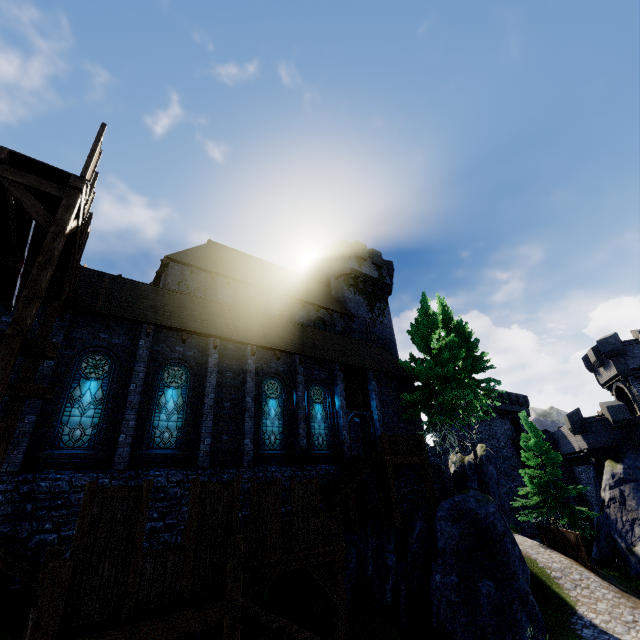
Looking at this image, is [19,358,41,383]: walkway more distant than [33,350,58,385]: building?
No

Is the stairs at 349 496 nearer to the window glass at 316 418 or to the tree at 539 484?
the window glass at 316 418

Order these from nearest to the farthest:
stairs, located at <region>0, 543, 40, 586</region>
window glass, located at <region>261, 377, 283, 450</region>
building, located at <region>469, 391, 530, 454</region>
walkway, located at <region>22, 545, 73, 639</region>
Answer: walkway, located at <region>22, 545, 73, 639</region> < stairs, located at <region>0, 543, 40, 586</region> < window glass, located at <region>261, 377, 283, 450</region> < building, located at <region>469, 391, 530, 454</region>

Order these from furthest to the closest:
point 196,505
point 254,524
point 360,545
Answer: point 360,545
point 254,524
point 196,505

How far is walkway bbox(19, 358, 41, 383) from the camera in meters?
8.8

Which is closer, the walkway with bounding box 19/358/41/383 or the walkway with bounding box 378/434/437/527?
the walkway with bounding box 19/358/41/383

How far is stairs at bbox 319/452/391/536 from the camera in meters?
13.5 m

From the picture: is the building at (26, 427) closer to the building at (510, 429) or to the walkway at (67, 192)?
the walkway at (67, 192)
